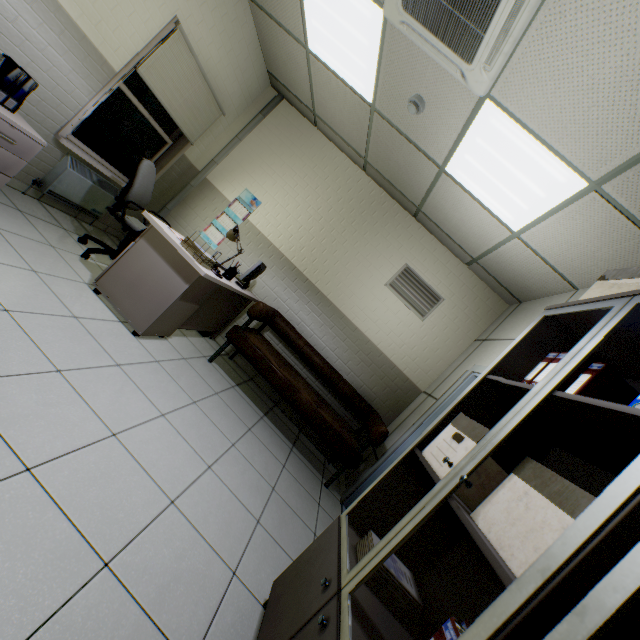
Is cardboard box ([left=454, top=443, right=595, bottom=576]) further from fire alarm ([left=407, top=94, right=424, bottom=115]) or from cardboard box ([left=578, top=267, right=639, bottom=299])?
fire alarm ([left=407, top=94, right=424, bottom=115])

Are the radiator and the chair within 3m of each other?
yes

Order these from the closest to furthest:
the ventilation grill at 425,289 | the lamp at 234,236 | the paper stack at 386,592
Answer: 1. the paper stack at 386,592
2. the lamp at 234,236
3. the ventilation grill at 425,289

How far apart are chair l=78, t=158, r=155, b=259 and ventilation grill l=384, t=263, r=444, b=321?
2.9m

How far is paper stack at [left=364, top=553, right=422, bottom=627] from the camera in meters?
1.4 m

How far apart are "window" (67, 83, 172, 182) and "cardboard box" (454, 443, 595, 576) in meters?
4.8

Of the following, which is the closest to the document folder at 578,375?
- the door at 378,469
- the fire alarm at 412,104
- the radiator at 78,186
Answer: the door at 378,469

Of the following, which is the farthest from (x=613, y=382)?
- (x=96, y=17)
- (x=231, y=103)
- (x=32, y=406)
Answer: (x=231, y=103)
